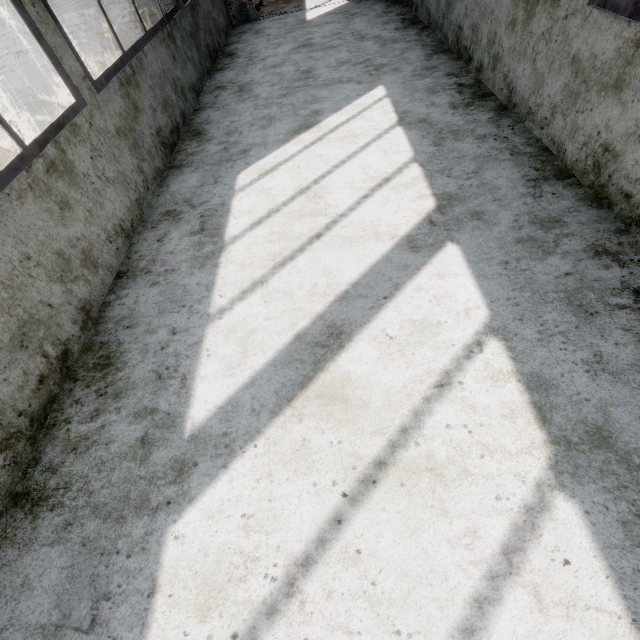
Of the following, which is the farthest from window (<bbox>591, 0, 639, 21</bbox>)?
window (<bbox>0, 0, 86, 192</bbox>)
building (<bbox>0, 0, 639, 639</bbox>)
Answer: window (<bbox>0, 0, 86, 192</bbox>)

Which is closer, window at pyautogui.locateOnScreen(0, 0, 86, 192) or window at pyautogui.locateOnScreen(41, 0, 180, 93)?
window at pyautogui.locateOnScreen(0, 0, 86, 192)

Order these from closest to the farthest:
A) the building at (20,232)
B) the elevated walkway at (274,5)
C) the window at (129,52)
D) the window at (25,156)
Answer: the building at (20,232), the window at (25,156), the window at (129,52), the elevated walkway at (274,5)

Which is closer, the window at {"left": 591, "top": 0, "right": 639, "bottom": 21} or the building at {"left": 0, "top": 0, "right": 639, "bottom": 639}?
the building at {"left": 0, "top": 0, "right": 639, "bottom": 639}

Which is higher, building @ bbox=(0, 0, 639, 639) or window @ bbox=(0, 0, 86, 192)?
window @ bbox=(0, 0, 86, 192)

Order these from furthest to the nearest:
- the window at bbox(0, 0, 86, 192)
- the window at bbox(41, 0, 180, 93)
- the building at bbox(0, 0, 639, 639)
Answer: the window at bbox(41, 0, 180, 93), the window at bbox(0, 0, 86, 192), the building at bbox(0, 0, 639, 639)

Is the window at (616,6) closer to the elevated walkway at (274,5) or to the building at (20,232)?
the building at (20,232)

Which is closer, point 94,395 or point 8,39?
point 94,395
